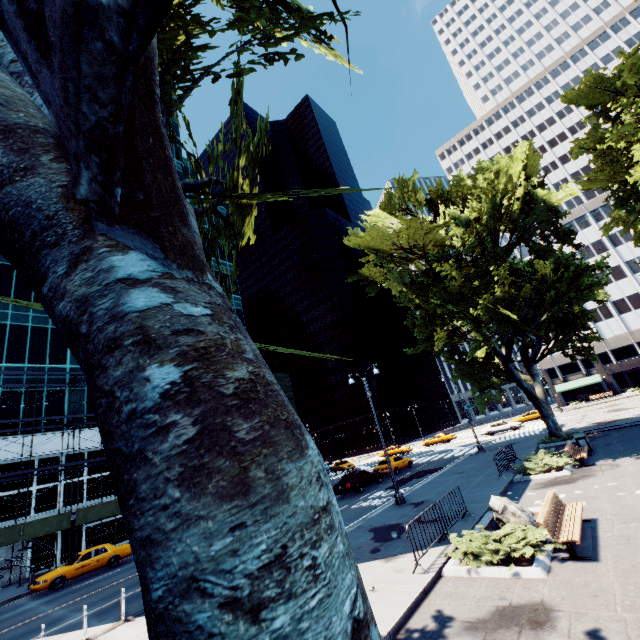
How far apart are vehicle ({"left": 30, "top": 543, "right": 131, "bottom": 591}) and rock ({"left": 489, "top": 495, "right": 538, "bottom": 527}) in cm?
2395

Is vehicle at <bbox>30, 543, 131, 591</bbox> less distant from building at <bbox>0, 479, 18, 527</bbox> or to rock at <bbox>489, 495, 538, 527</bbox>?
building at <bbox>0, 479, 18, 527</bbox>

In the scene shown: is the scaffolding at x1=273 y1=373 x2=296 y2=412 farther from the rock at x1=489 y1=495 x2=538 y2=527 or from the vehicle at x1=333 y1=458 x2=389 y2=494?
the rock at x1=489 y1=495 x2=538 y2=527

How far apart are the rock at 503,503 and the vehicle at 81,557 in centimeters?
2395cm

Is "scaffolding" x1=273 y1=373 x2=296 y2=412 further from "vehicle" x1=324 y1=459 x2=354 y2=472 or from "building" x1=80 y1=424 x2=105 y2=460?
"vehicle" x1=324 y1=459 x2=354 y2=472

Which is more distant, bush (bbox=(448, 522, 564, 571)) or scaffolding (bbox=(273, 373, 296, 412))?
scaffolding (bbox=(273, 373, 296, 412))

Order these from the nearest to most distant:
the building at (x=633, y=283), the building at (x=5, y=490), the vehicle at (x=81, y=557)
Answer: the vehicle at (x=81, y=557) → the building at (x=5, y=490) → the building at (x=633, y=283)

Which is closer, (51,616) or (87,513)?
(51,616)
